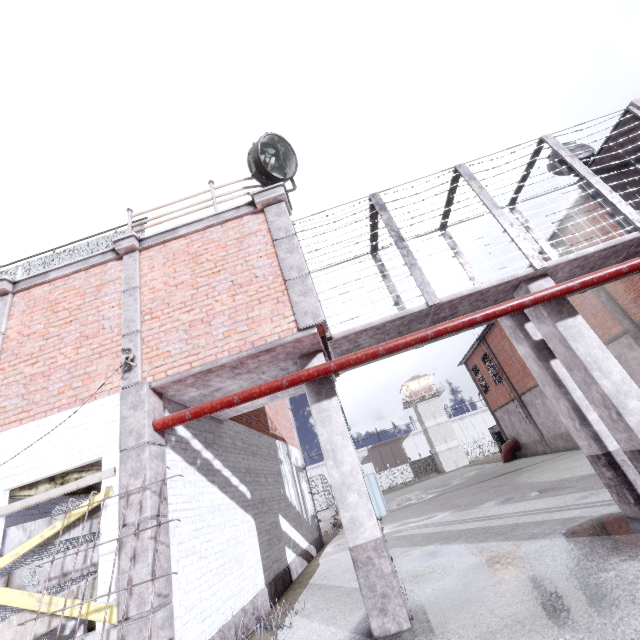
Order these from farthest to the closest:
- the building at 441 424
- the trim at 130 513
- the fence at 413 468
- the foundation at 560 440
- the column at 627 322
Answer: the fence at 413 468 → the building at 441 424 → the foundation at 560 440 → the column at 627 322 → the trim at 130 513

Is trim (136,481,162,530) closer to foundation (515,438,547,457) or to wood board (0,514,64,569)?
wood board (0,514,64,569)

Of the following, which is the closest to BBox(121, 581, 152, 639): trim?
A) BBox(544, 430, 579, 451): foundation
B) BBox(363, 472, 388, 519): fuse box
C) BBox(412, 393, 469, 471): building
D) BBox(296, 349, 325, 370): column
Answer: BBox(296, 349, 325, 370): column

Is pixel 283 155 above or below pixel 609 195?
above

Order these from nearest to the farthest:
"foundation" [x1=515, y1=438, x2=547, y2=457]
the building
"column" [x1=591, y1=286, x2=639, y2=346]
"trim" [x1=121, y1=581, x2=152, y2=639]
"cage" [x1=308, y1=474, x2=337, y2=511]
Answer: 1. "trim" [x1=121, y1=581, x2=152, y2=639]
2. "column" [x1=591, y1=286, x2=639, y2=346]
3. "foundation" [x1=515, y1=438, x2=547, y2=457]
4. "cage" [x1=308, y1=474, x2=337, y2=511]
5. the building

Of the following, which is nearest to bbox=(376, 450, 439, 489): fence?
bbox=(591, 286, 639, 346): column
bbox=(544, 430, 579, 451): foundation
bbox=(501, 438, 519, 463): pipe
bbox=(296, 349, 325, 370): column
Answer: bbox=(296, 349, 325, 370): column

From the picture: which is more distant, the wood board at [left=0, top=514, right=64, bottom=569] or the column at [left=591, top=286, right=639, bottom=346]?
the column at [left=591, top=286, right=639, bottom=346]

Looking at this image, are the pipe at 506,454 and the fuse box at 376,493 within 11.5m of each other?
no
